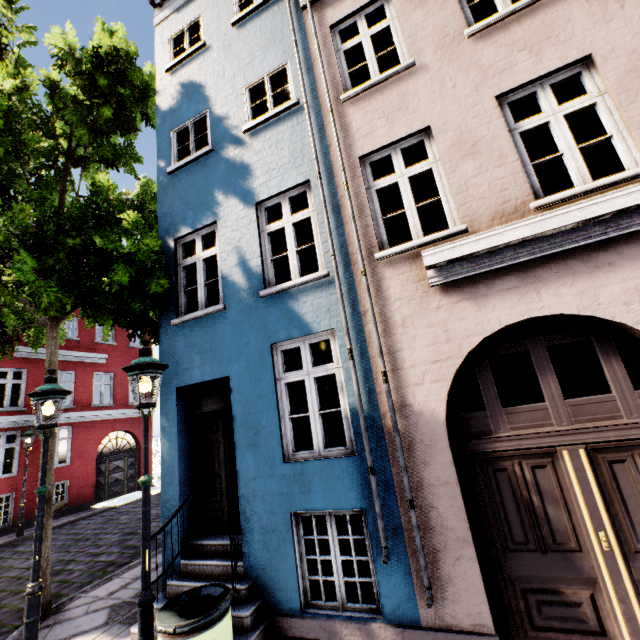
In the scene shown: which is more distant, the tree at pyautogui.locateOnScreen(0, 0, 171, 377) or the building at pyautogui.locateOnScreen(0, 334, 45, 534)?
the building at pyautogui.locateOnScreen(0, 334, 45, 534)

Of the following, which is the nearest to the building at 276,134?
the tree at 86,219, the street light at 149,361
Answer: the tree at 86,219

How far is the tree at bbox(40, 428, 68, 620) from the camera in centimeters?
552cm

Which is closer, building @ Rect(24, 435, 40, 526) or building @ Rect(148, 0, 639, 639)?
building @ Rect(148, 0, 639, 639)

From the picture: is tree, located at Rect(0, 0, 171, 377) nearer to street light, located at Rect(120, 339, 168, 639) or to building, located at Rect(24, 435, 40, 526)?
building, located at Rect(24, 435, 40, 526)

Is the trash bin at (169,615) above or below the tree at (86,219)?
below

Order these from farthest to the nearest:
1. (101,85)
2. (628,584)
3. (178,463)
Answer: (101,85)
(178,463)
(628,584)

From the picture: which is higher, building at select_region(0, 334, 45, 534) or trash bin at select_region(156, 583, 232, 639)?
building at select_region(0, 334, 45, 534)
